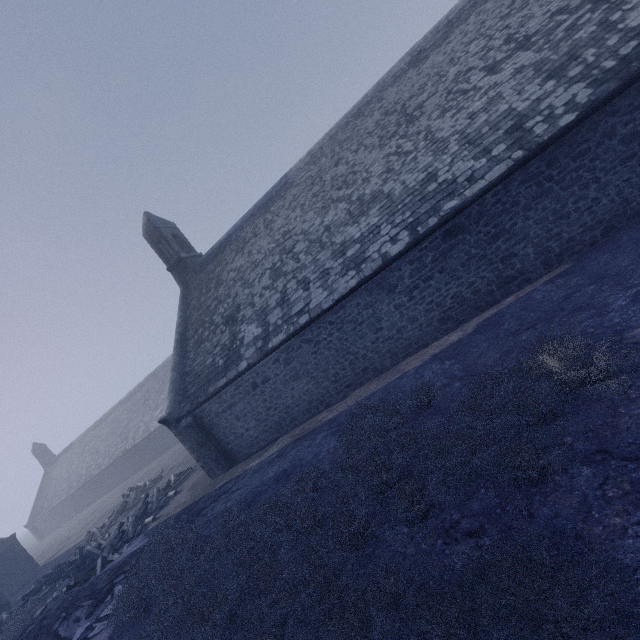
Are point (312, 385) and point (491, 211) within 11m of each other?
yes
